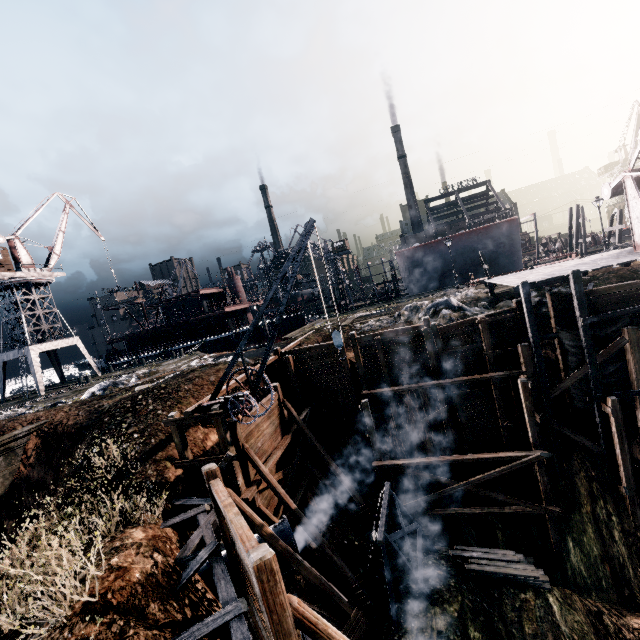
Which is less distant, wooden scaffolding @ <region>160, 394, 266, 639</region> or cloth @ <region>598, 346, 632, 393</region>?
wooden scaffolding @ <region>160, 394, 266, 639</region>

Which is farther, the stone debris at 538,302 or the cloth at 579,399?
the stone debris at 538,302

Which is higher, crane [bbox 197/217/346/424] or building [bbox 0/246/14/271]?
building [bbox 0/246/14/271]

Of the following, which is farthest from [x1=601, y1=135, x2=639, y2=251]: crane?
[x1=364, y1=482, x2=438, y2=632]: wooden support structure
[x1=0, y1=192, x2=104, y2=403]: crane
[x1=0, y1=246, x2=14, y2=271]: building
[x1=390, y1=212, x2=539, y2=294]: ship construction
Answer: [x1=0, y1=246, x2=14, y2=271]: building

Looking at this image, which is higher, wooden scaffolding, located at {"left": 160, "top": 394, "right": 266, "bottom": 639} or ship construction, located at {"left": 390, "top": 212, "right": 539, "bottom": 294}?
ship construction, located at {"left": 390, "top": 212, "right": 539, "bottom": 294}

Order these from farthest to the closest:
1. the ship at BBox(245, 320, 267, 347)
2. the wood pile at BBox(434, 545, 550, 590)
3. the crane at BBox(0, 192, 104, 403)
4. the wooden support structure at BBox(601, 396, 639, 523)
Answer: the ship at BBox(245, 320, 267, 347) → the crane at BBox(0, 192, 104, 403) → the wooden support structure at BBox(601, 396, 639, 523) → the wood pile at BBox(434, 545, 550, 590)

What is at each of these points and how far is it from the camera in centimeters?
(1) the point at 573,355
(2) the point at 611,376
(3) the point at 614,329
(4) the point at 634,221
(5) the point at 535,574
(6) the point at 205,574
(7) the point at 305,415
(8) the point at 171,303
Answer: (1) cloth, 1645cm
(2) cloth, 1622cm
(3) cloth, 1595cm
(4) crane, 1780cm
(5) wood pile, 1406cm
(6) pipe, 1134cm
(7) wooden scaffolding, 2005cm
(8) ship, 4925cm

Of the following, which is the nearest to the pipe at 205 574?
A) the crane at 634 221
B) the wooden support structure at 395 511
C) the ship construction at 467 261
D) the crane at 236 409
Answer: the wooden support structure at 395 511
